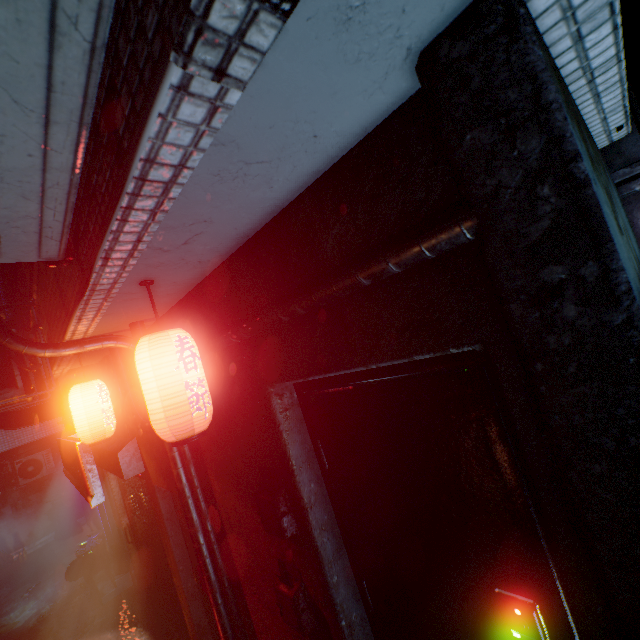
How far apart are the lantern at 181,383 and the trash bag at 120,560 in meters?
6.7

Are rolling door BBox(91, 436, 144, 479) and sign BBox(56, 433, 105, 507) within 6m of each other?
yes

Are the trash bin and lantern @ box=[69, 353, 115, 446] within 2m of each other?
no

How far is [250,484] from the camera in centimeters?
181cm

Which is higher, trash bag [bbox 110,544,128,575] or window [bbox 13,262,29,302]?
window [bbox 13,262,29,302]

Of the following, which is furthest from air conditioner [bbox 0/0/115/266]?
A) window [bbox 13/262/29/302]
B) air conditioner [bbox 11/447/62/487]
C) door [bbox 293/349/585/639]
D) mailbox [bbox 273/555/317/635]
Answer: air conditioner [bbox 11/447/62/487]

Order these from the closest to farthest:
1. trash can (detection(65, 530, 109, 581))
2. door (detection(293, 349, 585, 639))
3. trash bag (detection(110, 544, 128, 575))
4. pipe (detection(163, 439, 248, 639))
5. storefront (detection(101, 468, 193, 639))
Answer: door (detection(293, 349, 585, 639))
pipe (detection(163, 439, 248, 639))
storefront (detection(101, 468, 193, 639))
trash bag (detection(110, 544, 128, 575))
trash can (detection(65, 530, 109, 581))

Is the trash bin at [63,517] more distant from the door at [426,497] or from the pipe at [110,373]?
the door at [426,497]
